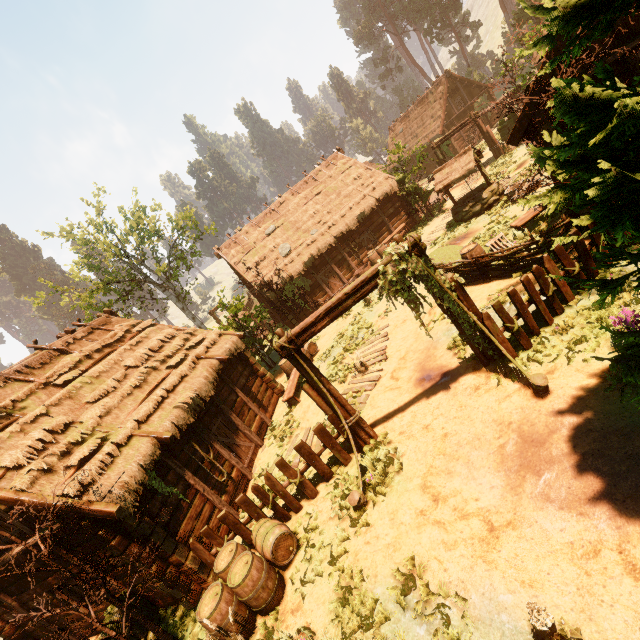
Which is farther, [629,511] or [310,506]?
[310,506]

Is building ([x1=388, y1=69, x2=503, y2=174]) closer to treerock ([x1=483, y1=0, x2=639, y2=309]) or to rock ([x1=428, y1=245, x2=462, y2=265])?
treerock ([x1=483, y1=0, x2=639, y2=309])

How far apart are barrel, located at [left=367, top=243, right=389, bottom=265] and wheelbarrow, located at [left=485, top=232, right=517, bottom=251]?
9.3m

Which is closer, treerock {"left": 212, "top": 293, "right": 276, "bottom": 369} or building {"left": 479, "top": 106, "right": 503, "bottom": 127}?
treerock {"left": 212, "top": 293, "right": 276, "bottom": 369}

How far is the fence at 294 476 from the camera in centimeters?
762cm

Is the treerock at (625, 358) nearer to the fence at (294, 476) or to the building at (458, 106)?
the building at (458, 106)
